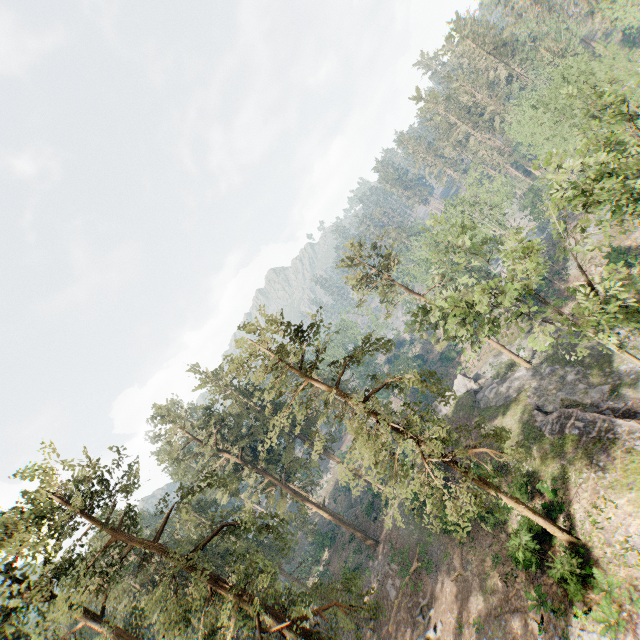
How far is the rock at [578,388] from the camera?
28.5m

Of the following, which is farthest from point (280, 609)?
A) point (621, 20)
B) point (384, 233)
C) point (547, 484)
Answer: point (621, 20)

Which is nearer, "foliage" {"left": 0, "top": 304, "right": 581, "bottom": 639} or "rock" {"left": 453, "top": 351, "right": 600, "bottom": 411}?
"foliage" {"left": 0, "top": 304, "right": 581, "bottom": 639}

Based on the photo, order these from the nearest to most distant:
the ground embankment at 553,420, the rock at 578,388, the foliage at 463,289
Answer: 1. the foliage at 463,289
2. the ground embankment at 553,420
3. the rock at 578,388

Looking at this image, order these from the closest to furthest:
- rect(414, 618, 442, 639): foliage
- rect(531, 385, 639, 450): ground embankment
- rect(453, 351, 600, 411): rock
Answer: rect(531, 385, 639, 450): ground embankment < rect(414, 618, 442, 639): foliage < rect(453, 351, 600, 411): rock

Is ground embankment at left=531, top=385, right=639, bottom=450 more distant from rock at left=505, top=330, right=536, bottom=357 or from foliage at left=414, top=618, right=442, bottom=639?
foliage at left=414, top=618, right=442, bottom=639

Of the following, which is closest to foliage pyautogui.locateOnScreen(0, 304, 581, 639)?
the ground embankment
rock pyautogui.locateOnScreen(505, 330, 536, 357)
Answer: rock pyautogui.locateOnScreen(505, 330, 536, 357)
